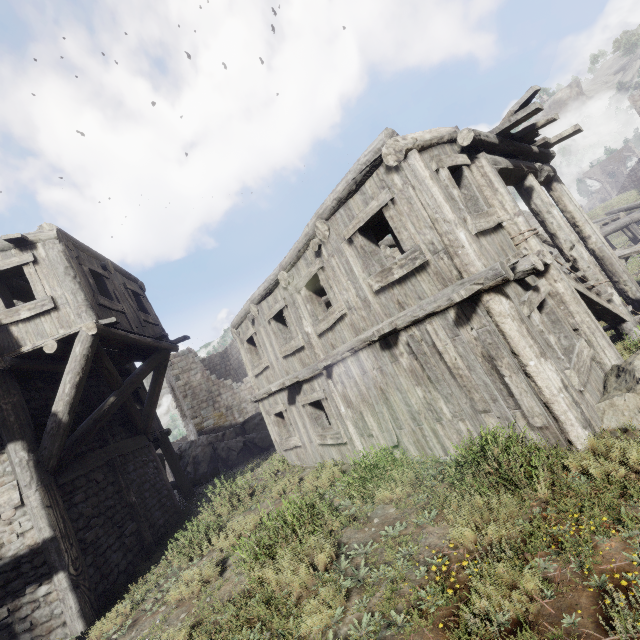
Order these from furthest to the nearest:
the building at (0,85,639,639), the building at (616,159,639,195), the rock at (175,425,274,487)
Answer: the building at (616,159,639,195) < the rock at (175,425,274,487) < the building at (0,85,639,639)

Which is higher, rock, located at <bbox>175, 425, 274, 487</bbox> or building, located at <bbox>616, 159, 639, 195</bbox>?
building, located at <bbox>616, 159, 639, 195</bbox>

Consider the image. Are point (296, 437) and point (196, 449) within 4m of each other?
no

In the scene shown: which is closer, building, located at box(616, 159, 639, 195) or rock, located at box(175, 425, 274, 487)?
rock, located at box(175, 425, 274, 487)

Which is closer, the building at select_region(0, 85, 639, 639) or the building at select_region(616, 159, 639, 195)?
the building at select_region(0, 85, 639, 639)

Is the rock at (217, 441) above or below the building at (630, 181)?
below

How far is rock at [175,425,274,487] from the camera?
16.1 meters

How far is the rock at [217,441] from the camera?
16.1 meters
